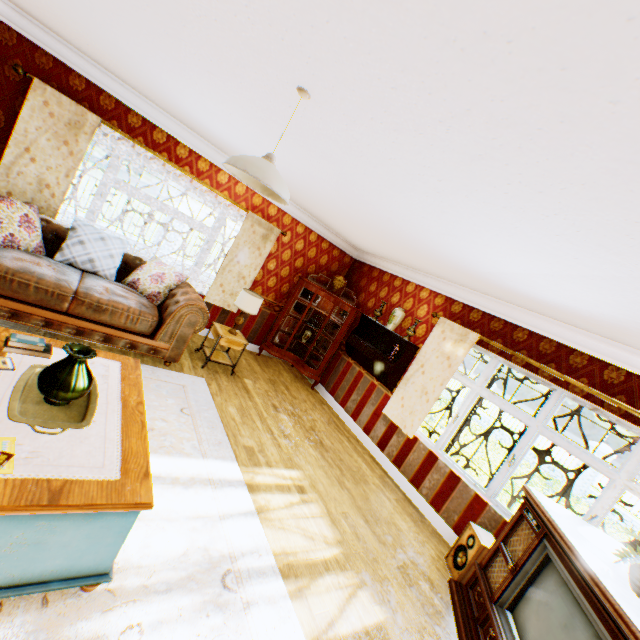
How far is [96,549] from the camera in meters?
1.7

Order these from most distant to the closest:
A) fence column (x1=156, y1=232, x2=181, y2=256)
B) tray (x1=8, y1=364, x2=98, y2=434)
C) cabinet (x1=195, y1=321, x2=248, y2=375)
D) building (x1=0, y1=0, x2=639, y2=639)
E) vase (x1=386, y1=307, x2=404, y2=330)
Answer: fence column (x1=156, y1=232, x2=181, y2=256) < vase (x1=386, y1=307, x2=404, y2=330) < cabinet (x1=195, y1=321, x2=248, y2=375) < tray (x1=8, y1=364, x2=98, y2=434) < building (x1=0, y1=0, x2=639, y2=639)

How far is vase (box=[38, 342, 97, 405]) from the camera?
1.91m

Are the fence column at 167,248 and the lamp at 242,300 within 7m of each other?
no

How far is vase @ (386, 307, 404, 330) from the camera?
5.8 meters

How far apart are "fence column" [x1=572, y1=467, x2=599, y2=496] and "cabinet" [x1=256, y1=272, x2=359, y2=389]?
14.2m

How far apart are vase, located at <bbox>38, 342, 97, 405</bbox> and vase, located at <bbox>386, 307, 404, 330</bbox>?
4.64m

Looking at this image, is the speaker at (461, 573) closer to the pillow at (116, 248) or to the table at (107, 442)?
the table at (107, 442)
